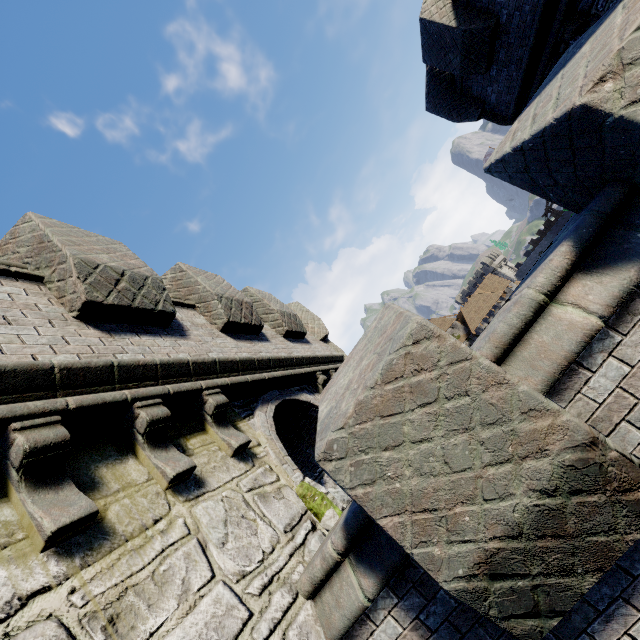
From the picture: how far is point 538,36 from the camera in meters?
7.1
